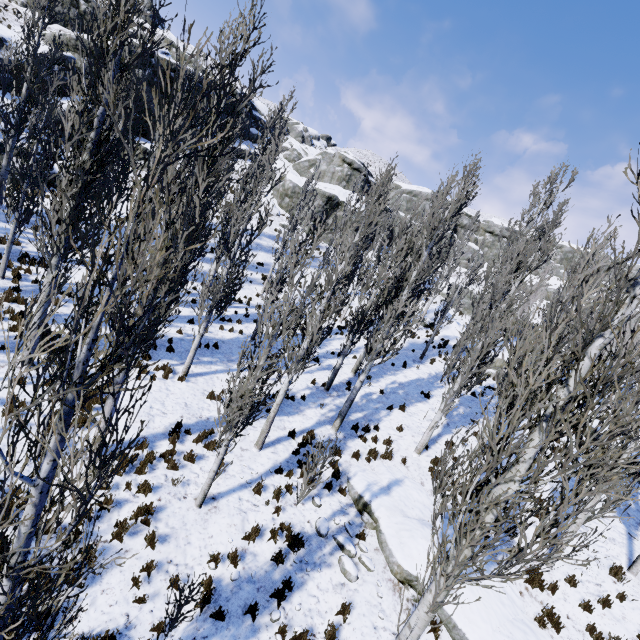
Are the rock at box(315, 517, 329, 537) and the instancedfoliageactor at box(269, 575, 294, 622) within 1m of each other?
no

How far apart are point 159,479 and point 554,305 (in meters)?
14.19

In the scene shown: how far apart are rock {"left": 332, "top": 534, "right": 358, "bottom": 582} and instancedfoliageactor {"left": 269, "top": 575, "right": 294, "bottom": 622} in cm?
146

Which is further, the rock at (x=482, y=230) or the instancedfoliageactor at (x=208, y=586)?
the rock at (x=482, y=230)

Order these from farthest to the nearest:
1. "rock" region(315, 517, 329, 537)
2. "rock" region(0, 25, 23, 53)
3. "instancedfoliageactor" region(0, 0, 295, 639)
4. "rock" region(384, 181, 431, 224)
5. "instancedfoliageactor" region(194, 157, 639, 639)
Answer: "rock" region(384, 181, 431, 224) < "rock" region(0, 25, 23, 53) < "rock" region(315, 517, 329, 537) < "instancedfoliageactor" region(194, 157, 639, 639) < "instancedfoliageactor" region(0, 0, 295, 639)

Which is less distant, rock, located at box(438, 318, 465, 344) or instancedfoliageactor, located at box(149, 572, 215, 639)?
instancedfoliageactor, located at box(149, 572, 215, 639)

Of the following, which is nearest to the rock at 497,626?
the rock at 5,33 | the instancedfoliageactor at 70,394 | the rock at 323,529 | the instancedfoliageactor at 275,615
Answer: the instancedfoliageactor at 70,394

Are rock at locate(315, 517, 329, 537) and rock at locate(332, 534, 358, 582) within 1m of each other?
yes
